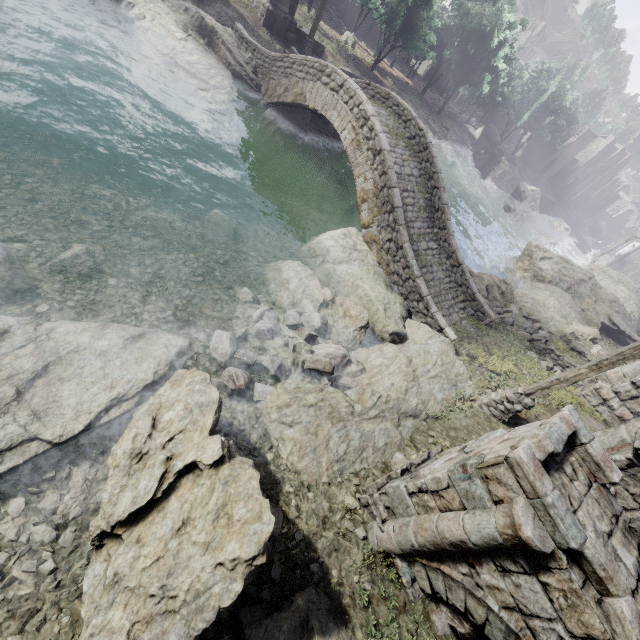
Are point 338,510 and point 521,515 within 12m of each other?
yes

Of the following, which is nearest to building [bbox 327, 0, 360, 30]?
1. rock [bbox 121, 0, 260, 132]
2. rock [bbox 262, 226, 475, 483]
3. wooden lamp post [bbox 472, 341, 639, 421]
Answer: rock [bbox 262, 226, 475, 483]

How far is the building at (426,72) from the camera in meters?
53.9

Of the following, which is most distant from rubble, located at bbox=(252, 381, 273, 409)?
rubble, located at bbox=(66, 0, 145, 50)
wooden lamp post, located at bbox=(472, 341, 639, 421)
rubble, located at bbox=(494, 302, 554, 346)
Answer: rubble, located at bbox=(66, 0, 145, 50)

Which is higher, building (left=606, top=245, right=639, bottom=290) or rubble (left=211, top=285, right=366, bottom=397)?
rubble (left=211, top=285, right=366, bottom=397)

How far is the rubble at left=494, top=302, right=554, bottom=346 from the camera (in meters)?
15.09

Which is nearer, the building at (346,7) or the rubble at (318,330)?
the rubble at (318,330)

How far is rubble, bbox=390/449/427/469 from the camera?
7.5 meters
